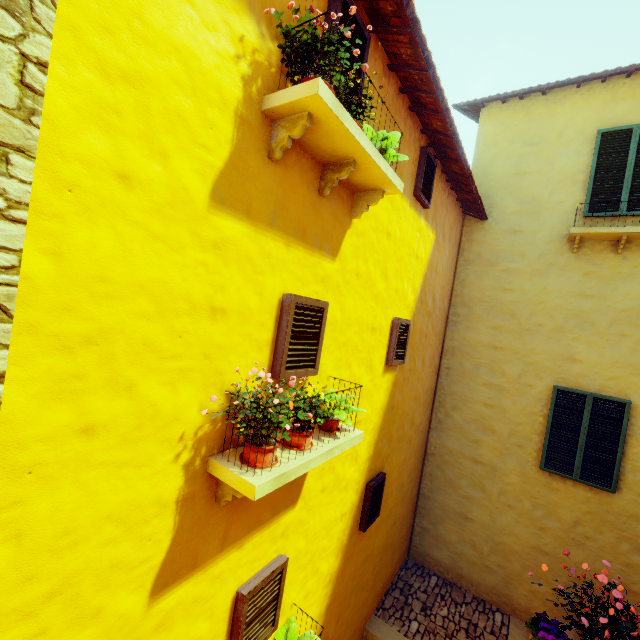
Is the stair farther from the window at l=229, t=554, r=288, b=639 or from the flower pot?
the window at l=229, t=554, r=288, b=639

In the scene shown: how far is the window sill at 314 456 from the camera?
2.05m

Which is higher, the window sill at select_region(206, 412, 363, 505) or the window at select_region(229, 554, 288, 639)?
the window sill at select_region(206, 412, 363, 505)

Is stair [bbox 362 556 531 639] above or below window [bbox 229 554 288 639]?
below

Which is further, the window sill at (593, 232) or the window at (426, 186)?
the window sill at (593, 232)

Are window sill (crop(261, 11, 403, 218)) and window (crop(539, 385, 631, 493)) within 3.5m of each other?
no

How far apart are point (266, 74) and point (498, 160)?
6.8 meters

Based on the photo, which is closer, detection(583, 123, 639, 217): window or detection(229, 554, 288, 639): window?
detection(229, 554, 288, 639): window
